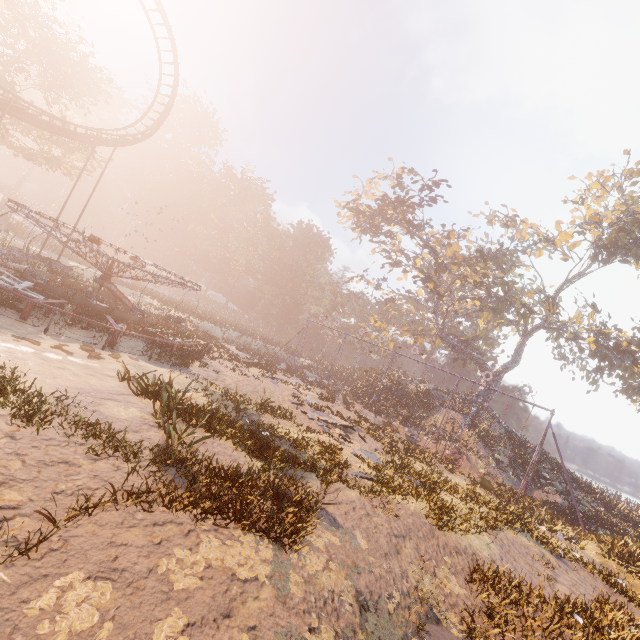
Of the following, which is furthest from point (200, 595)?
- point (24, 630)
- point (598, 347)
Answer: point (598, 347)

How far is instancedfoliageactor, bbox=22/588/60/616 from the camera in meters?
3.4 m

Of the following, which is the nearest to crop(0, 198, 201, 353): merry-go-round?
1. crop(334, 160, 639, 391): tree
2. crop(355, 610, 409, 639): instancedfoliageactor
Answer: crop(355, 610, 409, 639): instancedfoliageactor

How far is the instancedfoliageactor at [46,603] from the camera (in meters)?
3.36

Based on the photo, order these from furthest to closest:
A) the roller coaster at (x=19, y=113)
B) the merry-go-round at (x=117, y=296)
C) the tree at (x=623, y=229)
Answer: the tree at (x=623, y=229) → the roller coaster at (x=19, y=113) → the merry-go-round at (x=117, y=296)

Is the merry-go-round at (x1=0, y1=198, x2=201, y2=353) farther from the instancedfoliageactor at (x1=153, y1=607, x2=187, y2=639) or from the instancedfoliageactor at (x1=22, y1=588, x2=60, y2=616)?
the instancedfoliageactor at (x1=153, y1=607, x2=187, y2=639)

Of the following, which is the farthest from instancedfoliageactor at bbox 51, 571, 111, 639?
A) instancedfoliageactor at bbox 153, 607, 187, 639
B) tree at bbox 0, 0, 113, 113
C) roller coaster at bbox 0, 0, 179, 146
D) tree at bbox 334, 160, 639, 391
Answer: tree at bbox 0, 0, 113, 113

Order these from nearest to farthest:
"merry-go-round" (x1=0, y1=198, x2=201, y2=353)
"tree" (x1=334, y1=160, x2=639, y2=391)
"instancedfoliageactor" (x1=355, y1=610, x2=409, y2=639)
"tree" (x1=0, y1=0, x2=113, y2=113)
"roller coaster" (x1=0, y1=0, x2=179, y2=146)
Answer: "instancedfoliageactor" (x1=355, y1=610, x2=409, y2=639) < "merry-go-round" (x1=0, y1=198, x2=201, y2=353) < "roller coaster" (x1=0, y1=0, x2=179, y2=146) < "tree" (x1=0, y1=0, x2=113, y2=113) < "tree" (x1=334, y1=160, x2=639, y2=391)
